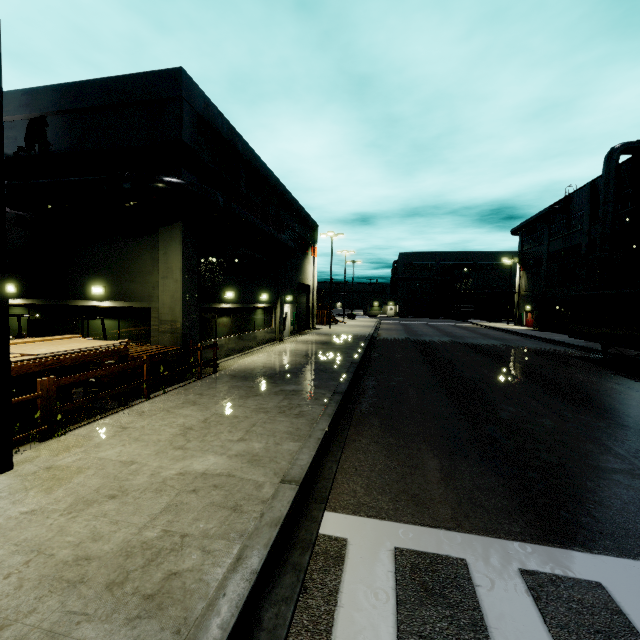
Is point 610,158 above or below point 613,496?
above

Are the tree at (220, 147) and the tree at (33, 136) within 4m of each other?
no

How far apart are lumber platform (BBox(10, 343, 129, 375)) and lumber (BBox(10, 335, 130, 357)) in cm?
1

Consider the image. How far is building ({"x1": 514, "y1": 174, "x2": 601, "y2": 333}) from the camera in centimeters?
3052cm

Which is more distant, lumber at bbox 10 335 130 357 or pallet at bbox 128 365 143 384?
pallet at bbox 128 365 143 384

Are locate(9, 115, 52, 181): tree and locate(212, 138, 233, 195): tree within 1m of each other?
no

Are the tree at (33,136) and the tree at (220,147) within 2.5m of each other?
no

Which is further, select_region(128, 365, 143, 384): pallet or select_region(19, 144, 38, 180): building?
select_region(19, 144, 38, 180): building
